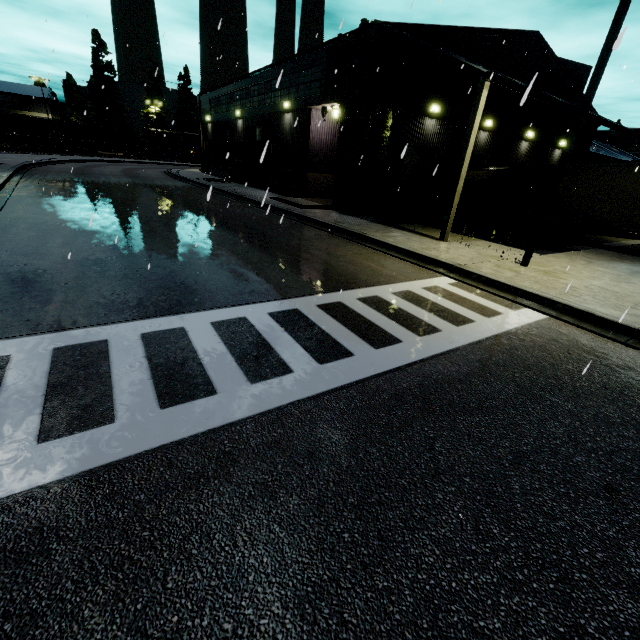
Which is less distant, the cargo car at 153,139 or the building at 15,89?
the building at 15,89

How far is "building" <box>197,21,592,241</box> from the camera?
14.5 meters

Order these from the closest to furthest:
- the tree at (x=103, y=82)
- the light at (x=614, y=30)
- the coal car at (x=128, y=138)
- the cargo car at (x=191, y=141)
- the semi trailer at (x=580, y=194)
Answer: the light at (x=614, y=30)
the semi trailer at (x=580, y=194)
the coal car at (x=128, y=138)
the tree at (x=103, y=82)
the cargo car at (x=191, y=141)

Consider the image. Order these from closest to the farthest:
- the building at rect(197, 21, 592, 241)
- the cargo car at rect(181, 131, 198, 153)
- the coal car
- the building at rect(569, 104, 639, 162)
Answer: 1. the building at rect(197, 21, 592, 241)
2. the building at rect(569, 104, 639, 162)
3. the coal car
4. the cargo car at rect(181, 131, 198, 153)

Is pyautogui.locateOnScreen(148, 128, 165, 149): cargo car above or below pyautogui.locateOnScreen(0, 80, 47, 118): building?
below

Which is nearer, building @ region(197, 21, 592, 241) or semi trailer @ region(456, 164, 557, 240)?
building @ region(197, 21, 592, 241)

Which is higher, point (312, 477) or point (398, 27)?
point (398, 27)
